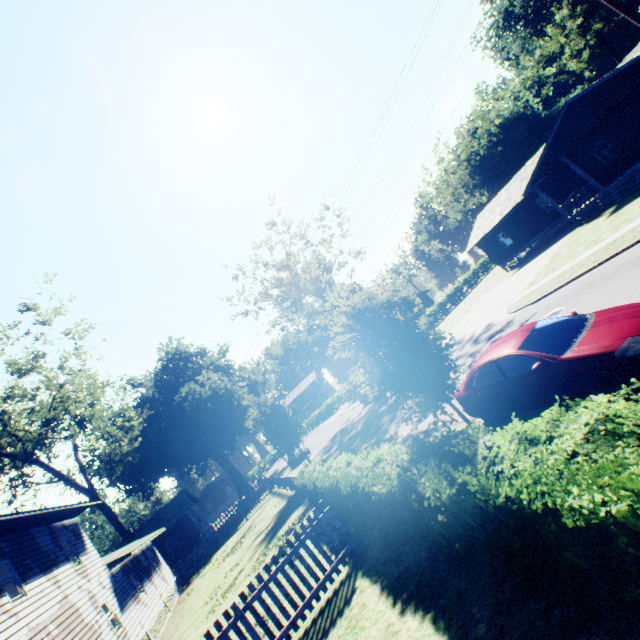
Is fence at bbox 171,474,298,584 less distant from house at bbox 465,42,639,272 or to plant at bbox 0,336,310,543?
plant at bbox 0,336,310,543

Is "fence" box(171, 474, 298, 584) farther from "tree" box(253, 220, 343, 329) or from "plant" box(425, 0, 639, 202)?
"tree" box(253, 220, 343, 329)

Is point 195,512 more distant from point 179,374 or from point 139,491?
point 179,374

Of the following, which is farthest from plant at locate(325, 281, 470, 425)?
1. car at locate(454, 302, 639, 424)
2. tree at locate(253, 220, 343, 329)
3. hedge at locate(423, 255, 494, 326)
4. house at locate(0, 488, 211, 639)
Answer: tree at locate(253, 220, 343, 329)

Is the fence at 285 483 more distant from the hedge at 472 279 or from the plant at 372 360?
the hedge at 472 279

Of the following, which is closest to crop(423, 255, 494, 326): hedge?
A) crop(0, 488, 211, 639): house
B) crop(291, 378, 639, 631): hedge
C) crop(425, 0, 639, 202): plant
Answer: crop(425, 0, 639, 202): plant

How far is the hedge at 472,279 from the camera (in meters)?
46.77

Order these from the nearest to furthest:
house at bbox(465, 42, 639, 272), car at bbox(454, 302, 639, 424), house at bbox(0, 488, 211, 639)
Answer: car at bbox(454, 302, 639, 424) → house at bbox(0, 488, 211, 639) → house at bbox(465, 42, 639, 272)
